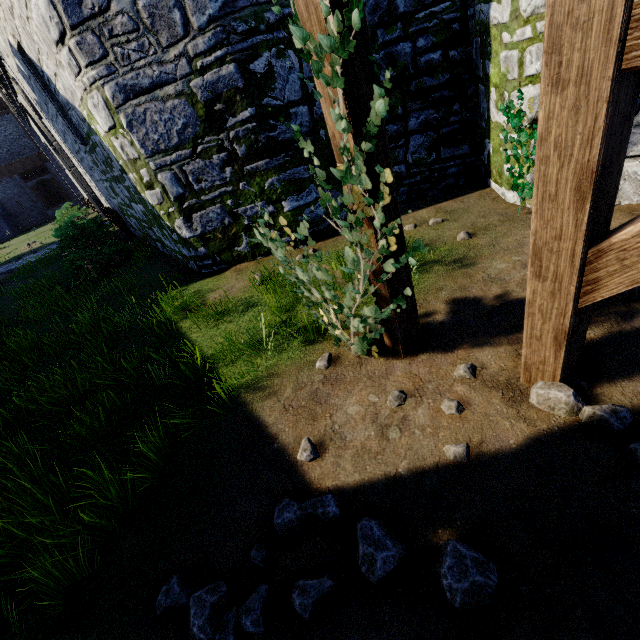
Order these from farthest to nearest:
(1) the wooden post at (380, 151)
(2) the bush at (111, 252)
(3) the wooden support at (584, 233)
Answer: (2) the bush at (111, 252) → (1) the wooden post at (380, 151) → (3) the wooden support at (584, 233)

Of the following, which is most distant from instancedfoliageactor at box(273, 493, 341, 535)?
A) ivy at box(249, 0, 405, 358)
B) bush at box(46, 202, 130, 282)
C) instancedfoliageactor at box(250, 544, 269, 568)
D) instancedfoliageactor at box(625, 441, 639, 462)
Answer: bush at box(46, 202, 130, 282)

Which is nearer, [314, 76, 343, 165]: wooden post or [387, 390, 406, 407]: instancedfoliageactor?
[314, 76, 343, 165]: wooden post

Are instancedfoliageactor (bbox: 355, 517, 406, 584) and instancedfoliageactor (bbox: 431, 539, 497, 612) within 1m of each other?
yes

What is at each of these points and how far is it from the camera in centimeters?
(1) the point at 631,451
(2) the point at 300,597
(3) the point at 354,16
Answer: (1) instancedfoliageactor, 203cm
(2) instancedfoliageactor, 202cm
(3) ivy, 167cm

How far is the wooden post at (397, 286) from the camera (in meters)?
2.99

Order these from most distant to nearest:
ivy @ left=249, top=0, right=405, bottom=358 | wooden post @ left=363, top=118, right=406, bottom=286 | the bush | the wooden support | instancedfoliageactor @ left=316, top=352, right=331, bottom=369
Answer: the bush, instancedfoliageactor @ left=316, top=352, right=331, bottom=369, wooden post @ left=363, top=118, right=406, bottom=286, ivy @ left=249, top=0, right=405, bottom=358, the wooden support

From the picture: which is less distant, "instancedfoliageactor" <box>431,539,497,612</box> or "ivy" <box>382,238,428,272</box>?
"instancedfoliageactor" <box>431,539,497,612</box>
